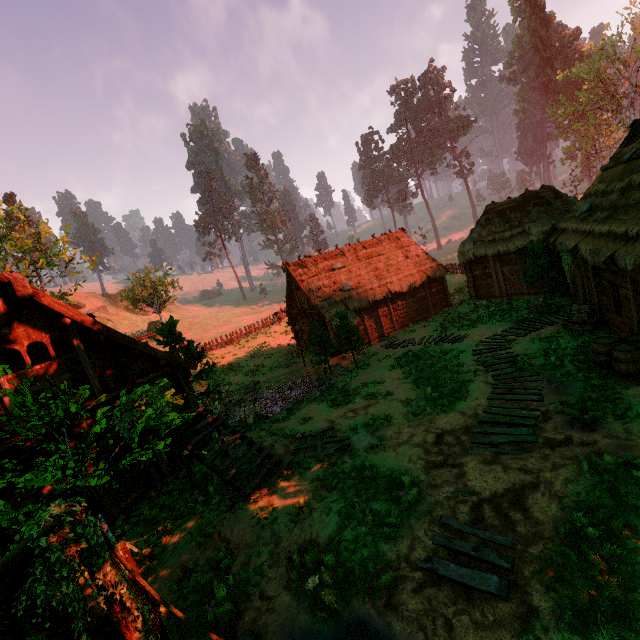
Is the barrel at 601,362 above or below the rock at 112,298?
below

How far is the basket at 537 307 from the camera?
16.5 meters

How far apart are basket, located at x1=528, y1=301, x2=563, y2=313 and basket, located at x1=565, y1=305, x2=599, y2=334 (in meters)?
1.71

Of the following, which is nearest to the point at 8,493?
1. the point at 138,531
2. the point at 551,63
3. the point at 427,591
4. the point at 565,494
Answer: the point at 138,531

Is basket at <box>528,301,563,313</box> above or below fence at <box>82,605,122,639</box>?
below

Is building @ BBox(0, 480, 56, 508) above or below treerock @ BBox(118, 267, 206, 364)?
below

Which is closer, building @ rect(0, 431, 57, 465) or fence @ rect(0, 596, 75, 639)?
fence @ rect(0, 596, 75, 639)

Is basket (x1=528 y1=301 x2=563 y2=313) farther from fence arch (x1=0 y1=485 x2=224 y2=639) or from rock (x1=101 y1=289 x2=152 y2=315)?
rock (x1=101 y1=289 x2=152 y2=315)
